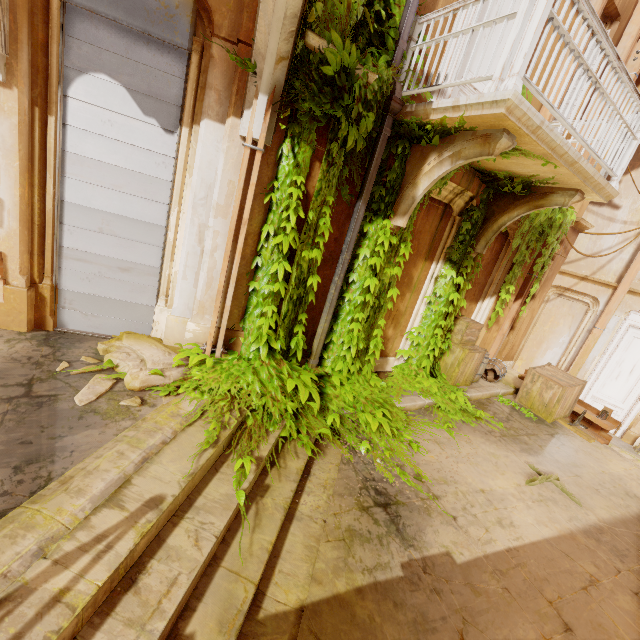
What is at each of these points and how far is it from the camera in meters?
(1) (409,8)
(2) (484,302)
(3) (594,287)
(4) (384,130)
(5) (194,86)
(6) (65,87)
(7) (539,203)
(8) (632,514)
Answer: (1) pipe, 4.0
(2) column, 7.9
(3) column, 10.6
(4) pipe, 4.3
(5) column, 3.6
(6) shutter, 3.4
(7) support, 5.4
(8) building, 5.0

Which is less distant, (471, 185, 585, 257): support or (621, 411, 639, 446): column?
(471, 185, 585, 257): support

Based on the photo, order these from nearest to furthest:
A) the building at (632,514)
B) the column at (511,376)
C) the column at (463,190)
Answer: the building at (632,514), the column at (463,190), the column at (511,376)

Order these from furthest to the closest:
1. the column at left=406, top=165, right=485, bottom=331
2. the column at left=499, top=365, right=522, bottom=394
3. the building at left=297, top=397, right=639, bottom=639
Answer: the column at left=499, top=365, right=522, bottom=394
the column at left=406, top=165, right=485, bottom=331
the building at left=297, top=397, right=639, bottom=639

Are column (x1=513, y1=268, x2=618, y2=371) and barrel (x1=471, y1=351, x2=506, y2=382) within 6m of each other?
yes

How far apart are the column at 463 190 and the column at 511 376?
3.64m

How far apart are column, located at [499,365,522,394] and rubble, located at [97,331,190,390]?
8.14m

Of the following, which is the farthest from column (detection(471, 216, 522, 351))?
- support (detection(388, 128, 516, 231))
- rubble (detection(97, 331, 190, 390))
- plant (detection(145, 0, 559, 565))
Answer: rubble (detection(97, 331, 190, 390))
